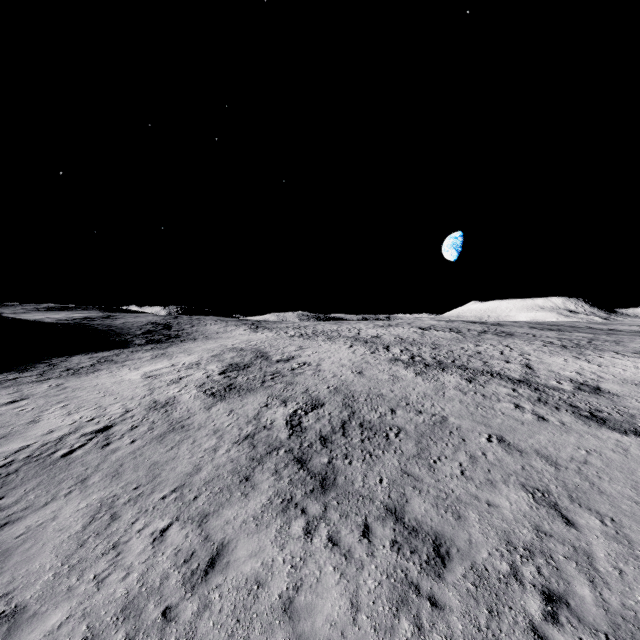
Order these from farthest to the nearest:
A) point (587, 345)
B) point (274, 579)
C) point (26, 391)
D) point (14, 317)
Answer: point (14, 317)
point (587, 345)
point (26, 391)
point (274, 579)
